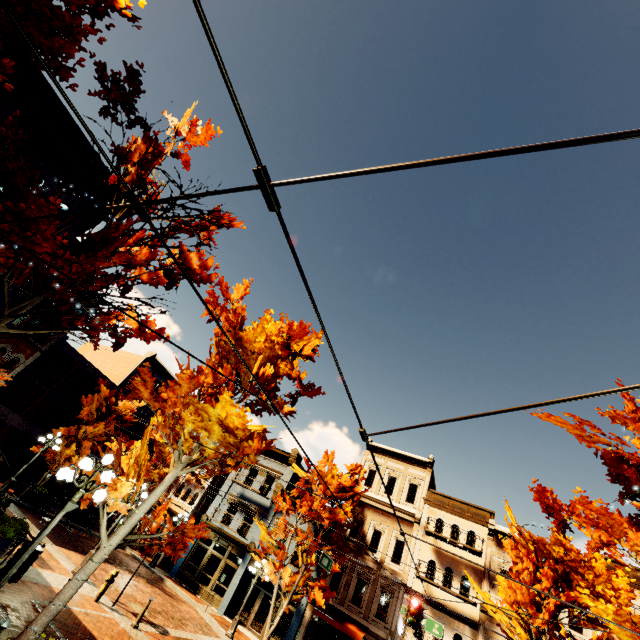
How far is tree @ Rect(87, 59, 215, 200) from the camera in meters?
6.4

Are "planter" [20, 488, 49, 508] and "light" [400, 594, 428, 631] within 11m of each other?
no

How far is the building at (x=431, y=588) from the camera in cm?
1812

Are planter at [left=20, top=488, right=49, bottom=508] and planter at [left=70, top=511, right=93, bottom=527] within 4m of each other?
yes

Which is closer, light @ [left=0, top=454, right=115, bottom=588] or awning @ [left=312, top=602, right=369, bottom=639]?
light @ [left=0, top=454, right=115, bottom=588]

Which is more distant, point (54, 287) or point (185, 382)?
point (185, 382)

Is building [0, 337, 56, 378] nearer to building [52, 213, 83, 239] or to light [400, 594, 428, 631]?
building [52, 213, 83, 239]

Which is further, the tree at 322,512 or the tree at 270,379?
the tree at 322,512
